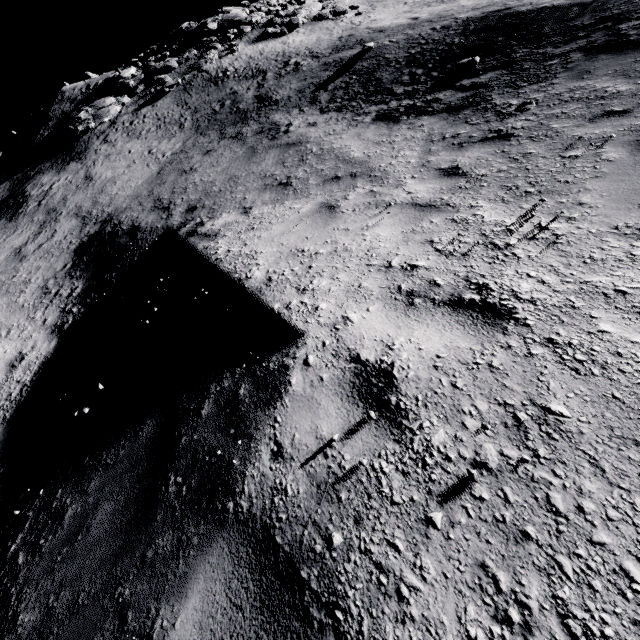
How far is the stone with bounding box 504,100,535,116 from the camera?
5.29m

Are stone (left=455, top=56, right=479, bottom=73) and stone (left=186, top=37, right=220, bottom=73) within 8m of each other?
no

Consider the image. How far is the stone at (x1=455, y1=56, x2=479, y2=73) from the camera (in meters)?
7.94

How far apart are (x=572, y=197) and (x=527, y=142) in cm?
179

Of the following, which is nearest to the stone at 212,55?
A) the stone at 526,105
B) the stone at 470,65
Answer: the stone at 470,65

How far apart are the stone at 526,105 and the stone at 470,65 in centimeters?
347cm

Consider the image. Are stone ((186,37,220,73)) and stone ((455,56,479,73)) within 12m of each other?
no

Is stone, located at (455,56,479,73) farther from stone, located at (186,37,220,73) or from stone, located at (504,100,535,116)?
stone, located at (186,37,220,73)
